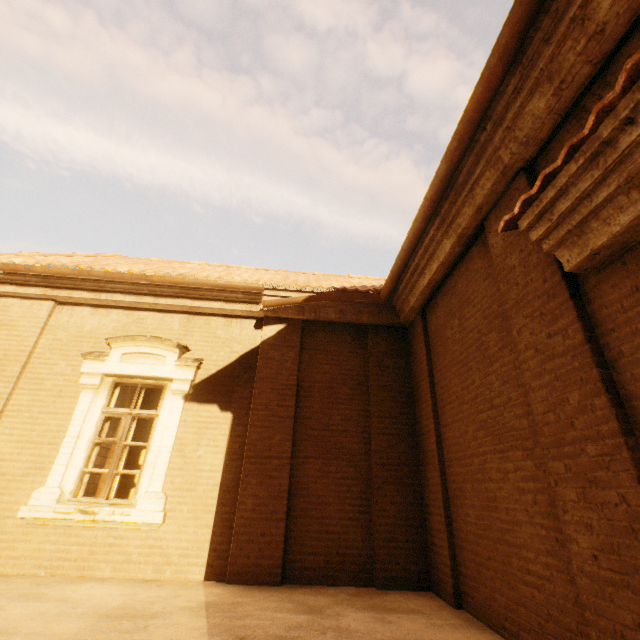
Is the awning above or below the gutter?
below

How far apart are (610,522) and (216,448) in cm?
489

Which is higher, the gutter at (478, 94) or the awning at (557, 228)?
the gutter at (478, 94)

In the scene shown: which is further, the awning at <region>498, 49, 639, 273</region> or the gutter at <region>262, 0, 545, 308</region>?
the gutter at <region>262, 0, 545, 308</region>

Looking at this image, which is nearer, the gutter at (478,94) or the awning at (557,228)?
the awning at (557,228)
